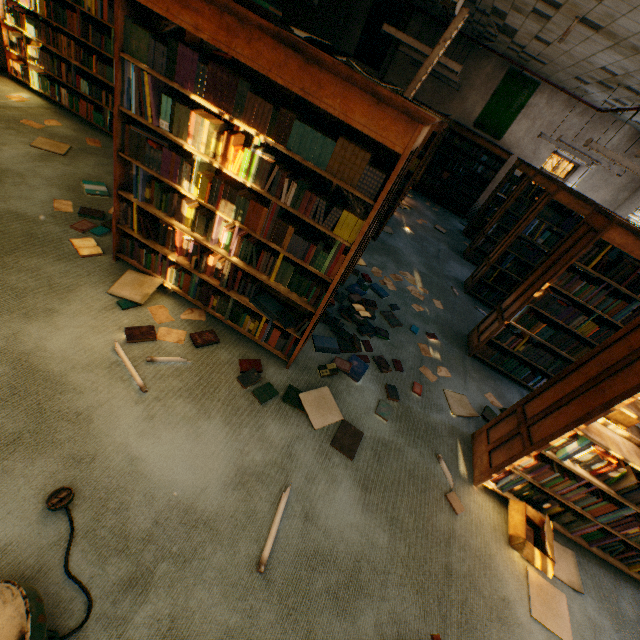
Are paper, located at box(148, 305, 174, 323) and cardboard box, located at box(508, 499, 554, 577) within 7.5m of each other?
yes

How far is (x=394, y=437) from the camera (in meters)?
2.96

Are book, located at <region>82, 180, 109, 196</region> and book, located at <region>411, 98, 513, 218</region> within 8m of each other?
no

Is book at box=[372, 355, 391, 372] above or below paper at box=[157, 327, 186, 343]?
above

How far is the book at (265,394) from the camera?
2.6 meters

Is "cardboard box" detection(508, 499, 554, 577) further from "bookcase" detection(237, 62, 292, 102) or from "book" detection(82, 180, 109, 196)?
"book" detection(82, 180, 109, 196)

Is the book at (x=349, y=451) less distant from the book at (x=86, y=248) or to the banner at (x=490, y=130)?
the book at (x=86, y=248)

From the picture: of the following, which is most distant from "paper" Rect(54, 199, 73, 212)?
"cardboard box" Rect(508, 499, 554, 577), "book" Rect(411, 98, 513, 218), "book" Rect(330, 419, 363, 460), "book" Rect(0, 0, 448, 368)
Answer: "book" Rect(411, 98, 513, 218)
